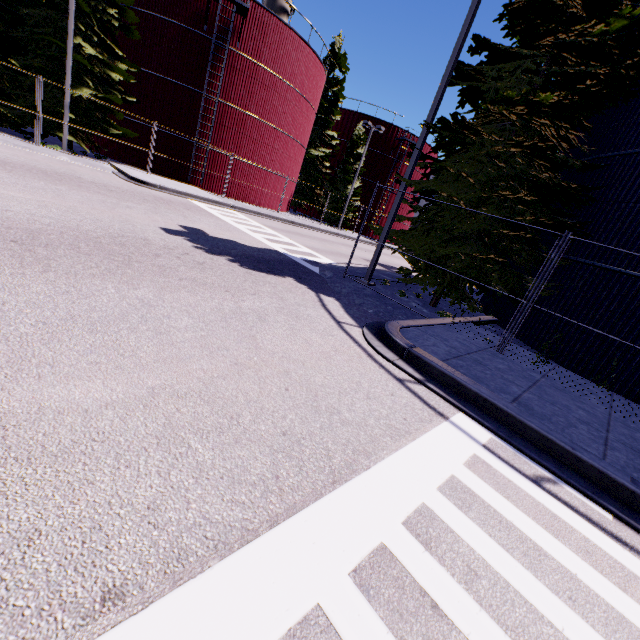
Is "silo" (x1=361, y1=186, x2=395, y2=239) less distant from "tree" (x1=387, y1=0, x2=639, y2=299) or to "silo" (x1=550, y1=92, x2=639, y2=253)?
"silo" (x1=550, y1=92, x2=639, y2=253)

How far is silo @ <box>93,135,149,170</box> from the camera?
22.73m

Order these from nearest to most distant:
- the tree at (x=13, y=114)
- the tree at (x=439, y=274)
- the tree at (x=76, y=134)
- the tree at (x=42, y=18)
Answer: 1. the tree at (x=439, y=274)
2. the tree at (x=42, y=18)
3. the tree at (x=13, y=114)
4. the tree at (x=76, y=134)

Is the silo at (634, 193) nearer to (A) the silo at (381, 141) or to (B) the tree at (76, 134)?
(B) the tree at (76, 134)

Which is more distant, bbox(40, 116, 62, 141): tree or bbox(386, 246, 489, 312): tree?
bbox(40, 116, 62, 141): tree

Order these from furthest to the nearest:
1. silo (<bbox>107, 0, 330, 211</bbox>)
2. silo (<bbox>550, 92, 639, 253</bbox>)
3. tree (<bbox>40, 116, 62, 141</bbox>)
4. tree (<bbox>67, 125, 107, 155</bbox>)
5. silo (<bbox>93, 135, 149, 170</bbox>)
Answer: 1. silo (<bbox>93, 135, 149, 170</bbox>)
2. silo (<bbox>107, 0, 330, 211</bbox>)
3. tree (<bbox>67, 125, 107, 155</bbox>)
4. tree (<bbox>40, 116, 62, 141</bbox>)
5. silo (<bbox>550, 92, 639, 253</bbox>)

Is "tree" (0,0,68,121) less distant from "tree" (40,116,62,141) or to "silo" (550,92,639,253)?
"tree" (40,116,62,141)

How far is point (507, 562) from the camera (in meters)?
2.66
